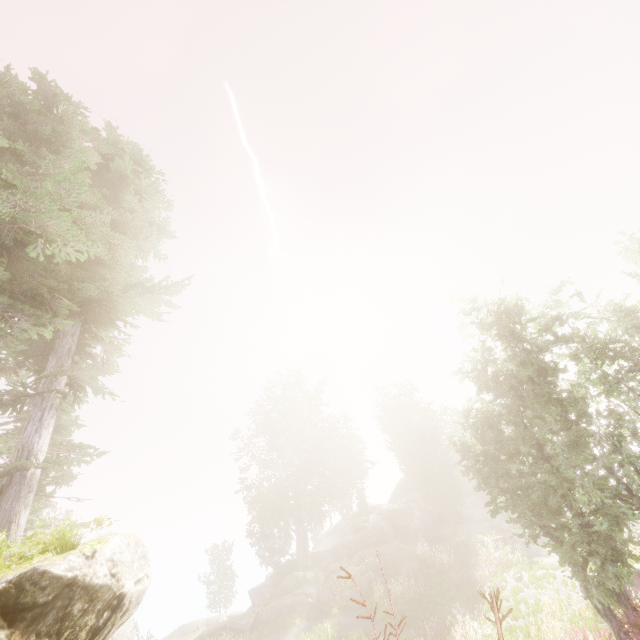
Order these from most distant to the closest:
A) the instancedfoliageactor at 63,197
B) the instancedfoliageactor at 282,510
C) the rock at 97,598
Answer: the instancedfoliageactor at 282,510 < the instancedfoliageactor at 63,197 < the rock at 97,598

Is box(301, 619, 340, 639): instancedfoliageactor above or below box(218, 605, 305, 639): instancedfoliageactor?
below

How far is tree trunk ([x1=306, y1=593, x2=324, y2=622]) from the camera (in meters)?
19.62

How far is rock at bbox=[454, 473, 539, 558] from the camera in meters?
25.7 m

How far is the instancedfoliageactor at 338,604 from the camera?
19.7 meters

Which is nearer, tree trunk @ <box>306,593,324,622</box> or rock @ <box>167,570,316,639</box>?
tree trunk @ <box>306,593,324,622</box>

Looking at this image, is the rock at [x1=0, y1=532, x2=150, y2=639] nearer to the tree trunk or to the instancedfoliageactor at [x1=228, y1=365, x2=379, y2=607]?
the instancedfoliageactor at [x1=228, y1=365, x2=379, y2=607]

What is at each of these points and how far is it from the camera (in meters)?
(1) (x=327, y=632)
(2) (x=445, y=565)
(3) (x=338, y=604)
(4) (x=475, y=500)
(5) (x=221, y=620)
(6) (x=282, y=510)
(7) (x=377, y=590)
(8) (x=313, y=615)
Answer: (1) instancedfoliageactor, 16.45
(2) instancedfoliageactor, 22.44
(3) instancedfoliageactor, 19.83
(4) rock, 41.34
(5) rock, 34.34
(6) instancedfoliageactor, 32.91
(7) instancedfoliageactor, 19.41
(8) tree trunk, 19.67
